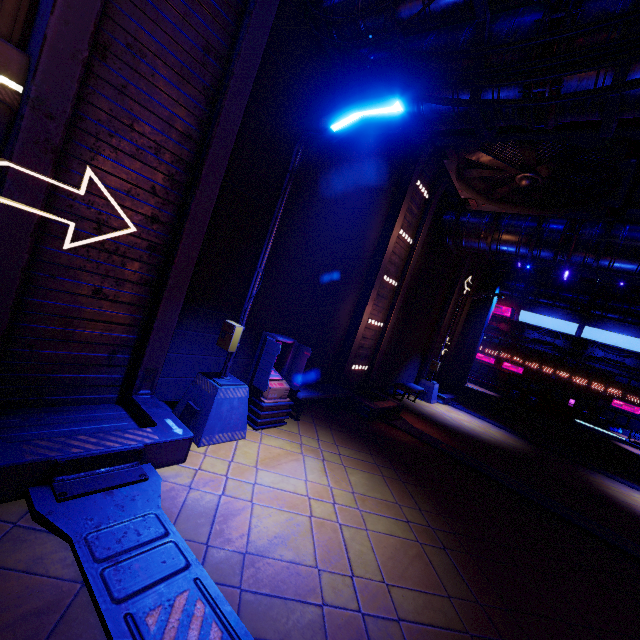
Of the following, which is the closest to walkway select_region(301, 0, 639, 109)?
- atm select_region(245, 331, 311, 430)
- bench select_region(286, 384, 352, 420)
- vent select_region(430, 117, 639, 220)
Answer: vent select_region(430, 117, 639, 220)

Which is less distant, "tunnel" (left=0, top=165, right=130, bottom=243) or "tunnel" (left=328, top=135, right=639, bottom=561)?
"tunnel" (left=0, top=165, right=130, bottom=243)

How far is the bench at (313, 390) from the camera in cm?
793

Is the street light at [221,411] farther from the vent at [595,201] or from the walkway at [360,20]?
the vent at [595,201]

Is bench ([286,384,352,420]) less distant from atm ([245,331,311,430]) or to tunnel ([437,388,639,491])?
atm ([245,331,311,430])

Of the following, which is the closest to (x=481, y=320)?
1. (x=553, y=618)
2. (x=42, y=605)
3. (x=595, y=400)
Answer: (x=595, y=400)

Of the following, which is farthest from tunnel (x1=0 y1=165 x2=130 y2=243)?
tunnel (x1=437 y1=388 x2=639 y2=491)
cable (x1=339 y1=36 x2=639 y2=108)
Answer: tunnel (x1=437 y1=388 x2=639 y2=491)

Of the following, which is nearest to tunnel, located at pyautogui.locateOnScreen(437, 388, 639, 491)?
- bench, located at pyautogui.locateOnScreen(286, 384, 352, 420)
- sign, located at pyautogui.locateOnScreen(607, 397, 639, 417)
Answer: bench, located at pyautogui.locateOnScreen(286, 384, 352, 420)
